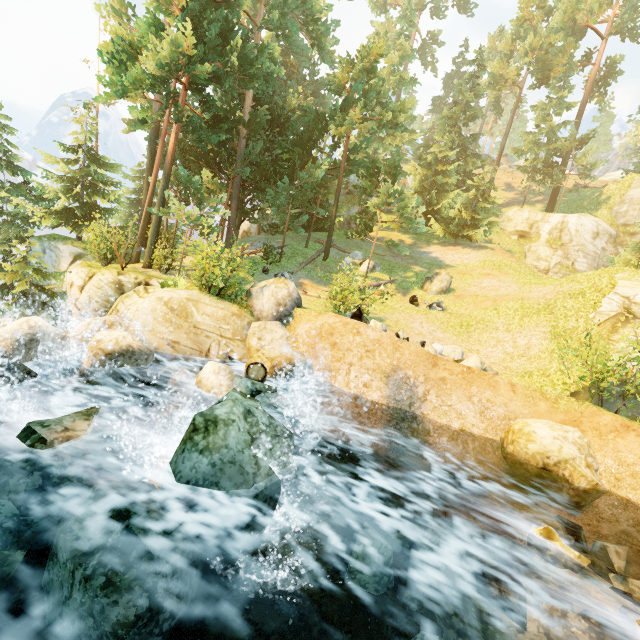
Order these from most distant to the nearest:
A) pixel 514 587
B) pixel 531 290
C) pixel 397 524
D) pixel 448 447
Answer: pixel 531 290 → pixel 448 447 → pixel 397 524 → pixel 514 587

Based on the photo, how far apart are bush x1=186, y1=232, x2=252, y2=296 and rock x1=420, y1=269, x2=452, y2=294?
11.8m

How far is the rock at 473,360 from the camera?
11.88m

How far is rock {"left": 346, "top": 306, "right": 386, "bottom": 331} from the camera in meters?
11.0 m

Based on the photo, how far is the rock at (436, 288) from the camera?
19.9 meters

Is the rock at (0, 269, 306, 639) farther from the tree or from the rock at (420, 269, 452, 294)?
the rock at (420, 269, 452, 294)

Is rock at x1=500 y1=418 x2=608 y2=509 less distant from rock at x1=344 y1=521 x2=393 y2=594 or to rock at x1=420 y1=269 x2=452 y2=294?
rock at x1=344 y1=521 x2=393 y2=594

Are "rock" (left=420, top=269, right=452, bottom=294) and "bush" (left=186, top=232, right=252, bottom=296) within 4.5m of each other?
no
